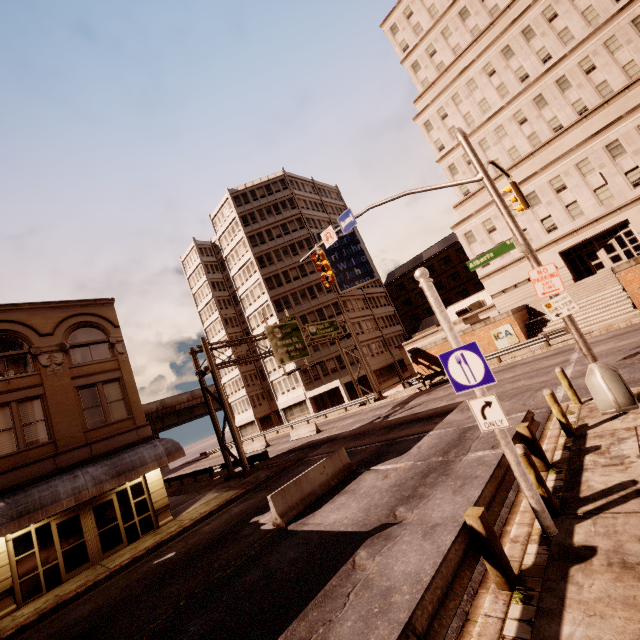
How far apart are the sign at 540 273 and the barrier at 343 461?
8.9 meters

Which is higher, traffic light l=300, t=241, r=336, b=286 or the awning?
traffic light l=300, t=241, r=336, b=286

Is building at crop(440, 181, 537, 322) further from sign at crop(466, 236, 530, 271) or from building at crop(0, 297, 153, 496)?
building at crop(0, 297, 153, 496)

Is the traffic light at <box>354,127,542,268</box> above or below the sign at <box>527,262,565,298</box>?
above

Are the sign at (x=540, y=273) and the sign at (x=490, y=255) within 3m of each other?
yes

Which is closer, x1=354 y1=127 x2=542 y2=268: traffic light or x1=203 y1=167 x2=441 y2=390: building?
x1=354 y1=127 x2=542 y2=268: traffic light

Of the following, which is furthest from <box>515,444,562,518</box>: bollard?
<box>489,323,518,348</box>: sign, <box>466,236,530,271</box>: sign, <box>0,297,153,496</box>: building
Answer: <box>489,323,518,348</box>: sign

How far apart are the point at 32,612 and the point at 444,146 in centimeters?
5110cm
